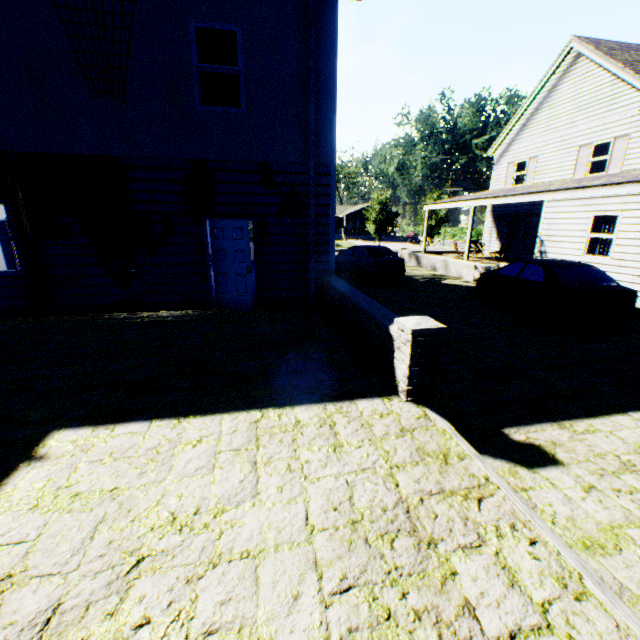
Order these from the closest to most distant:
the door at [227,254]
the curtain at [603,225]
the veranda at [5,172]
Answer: the veranda at [5,172] → the door at [227,254] → the curtain at [603,225]

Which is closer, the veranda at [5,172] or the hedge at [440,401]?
the hedge at [440,401]

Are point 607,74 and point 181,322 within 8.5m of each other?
no

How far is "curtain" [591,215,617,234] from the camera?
11.0 meters

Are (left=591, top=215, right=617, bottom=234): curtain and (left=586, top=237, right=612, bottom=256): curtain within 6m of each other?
yes

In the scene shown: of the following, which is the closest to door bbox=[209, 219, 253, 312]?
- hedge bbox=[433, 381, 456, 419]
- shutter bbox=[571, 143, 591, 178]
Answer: hedge bbox=[433, 381, 456, 419]

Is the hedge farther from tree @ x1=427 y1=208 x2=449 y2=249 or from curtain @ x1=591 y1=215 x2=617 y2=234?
curtain @ x1=591 y1=215 x2=617 y2=234

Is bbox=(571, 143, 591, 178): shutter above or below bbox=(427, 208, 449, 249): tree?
→ above
